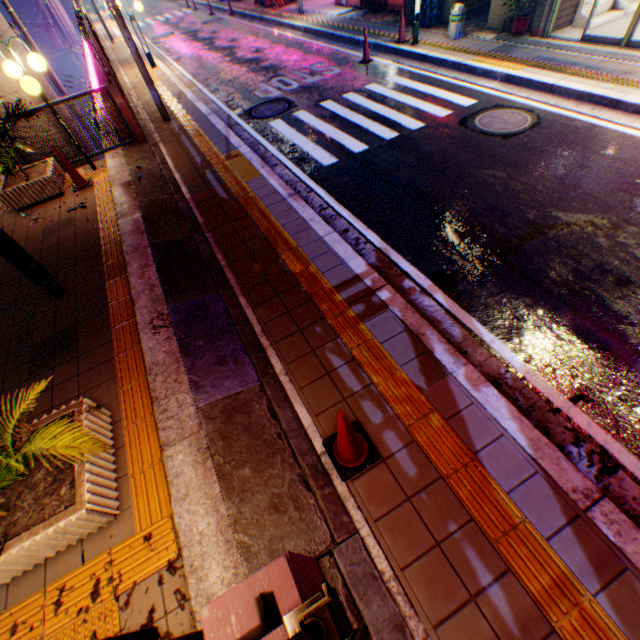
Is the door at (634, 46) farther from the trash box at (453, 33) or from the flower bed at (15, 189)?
the flower bed at (15, 189)

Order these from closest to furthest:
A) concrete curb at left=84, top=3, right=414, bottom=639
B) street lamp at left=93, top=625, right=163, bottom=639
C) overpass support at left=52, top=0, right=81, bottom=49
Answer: street lamp at left=93, top=625, right=163, bottom=639, concrete curb at left=84, top=3, right=414, bottom=639, overpass support at left=52, top=0, right=81, bottom=49

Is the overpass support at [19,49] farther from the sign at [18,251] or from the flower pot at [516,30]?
the flower pot at [516,30]

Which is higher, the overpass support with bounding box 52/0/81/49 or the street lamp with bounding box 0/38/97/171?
the street lamp with bounding box 0/38/97/171

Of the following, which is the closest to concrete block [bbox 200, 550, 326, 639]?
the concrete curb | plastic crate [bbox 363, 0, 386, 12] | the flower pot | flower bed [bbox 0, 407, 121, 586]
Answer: the concrete curb

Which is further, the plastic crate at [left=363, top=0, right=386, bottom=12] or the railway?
the railway

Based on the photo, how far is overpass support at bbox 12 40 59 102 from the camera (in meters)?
7.41

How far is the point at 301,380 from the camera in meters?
3.4 m
